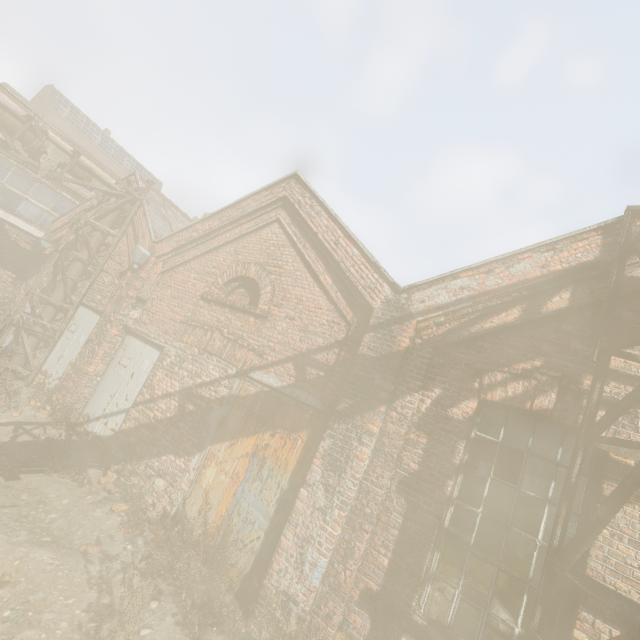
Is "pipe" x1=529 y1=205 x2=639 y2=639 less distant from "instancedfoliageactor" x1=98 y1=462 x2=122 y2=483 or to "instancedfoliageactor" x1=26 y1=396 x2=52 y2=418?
"instancedfoliageactor" x1=26 y1=396 x2=52 y2=418

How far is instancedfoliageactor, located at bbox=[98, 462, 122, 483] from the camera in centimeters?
573cm

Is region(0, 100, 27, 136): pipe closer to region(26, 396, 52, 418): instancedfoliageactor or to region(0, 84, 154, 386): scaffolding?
region(0, 84, 154, 386): scaffolding

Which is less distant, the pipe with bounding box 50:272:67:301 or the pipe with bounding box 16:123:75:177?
the pipe with bounding box 16:123:75:177

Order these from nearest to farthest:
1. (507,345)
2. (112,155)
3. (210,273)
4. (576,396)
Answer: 1. (576,396)
2. (507,345)
3. (210,273)
4. (112,155)

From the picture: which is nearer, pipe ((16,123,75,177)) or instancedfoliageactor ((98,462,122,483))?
instancedfoliageactor ((98,462,122,483))

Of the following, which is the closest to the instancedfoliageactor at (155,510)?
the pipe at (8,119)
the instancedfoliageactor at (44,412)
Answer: the instancedfoliageactor at (44,412)

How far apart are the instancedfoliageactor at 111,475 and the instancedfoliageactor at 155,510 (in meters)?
0.97
